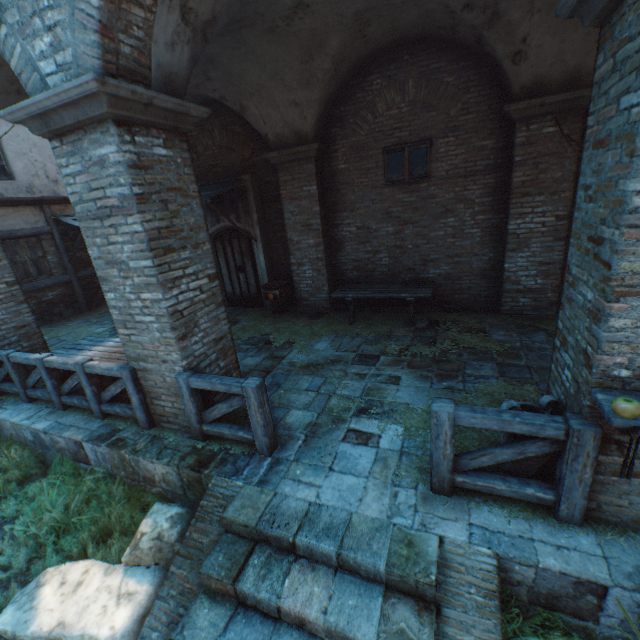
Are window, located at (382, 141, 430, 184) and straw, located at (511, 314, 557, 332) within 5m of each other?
yes

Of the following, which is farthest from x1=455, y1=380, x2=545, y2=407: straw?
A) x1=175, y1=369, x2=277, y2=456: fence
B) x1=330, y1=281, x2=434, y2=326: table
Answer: x1=175, y1=369, x2=277, y2=456: fence

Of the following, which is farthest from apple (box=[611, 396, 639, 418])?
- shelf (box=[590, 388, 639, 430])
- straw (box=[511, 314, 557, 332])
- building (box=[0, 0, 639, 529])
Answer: building (box=[0, 0, 639, 529])

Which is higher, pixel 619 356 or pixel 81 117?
pixel 81 117

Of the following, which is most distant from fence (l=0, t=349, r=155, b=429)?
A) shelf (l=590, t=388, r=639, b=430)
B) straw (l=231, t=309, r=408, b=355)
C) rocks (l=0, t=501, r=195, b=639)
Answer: shelf (l=590, t=388, r=639, b=430)

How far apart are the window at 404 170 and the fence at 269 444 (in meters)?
5.66

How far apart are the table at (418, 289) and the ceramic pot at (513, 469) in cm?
374

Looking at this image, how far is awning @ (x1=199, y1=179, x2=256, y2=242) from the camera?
7.3m
